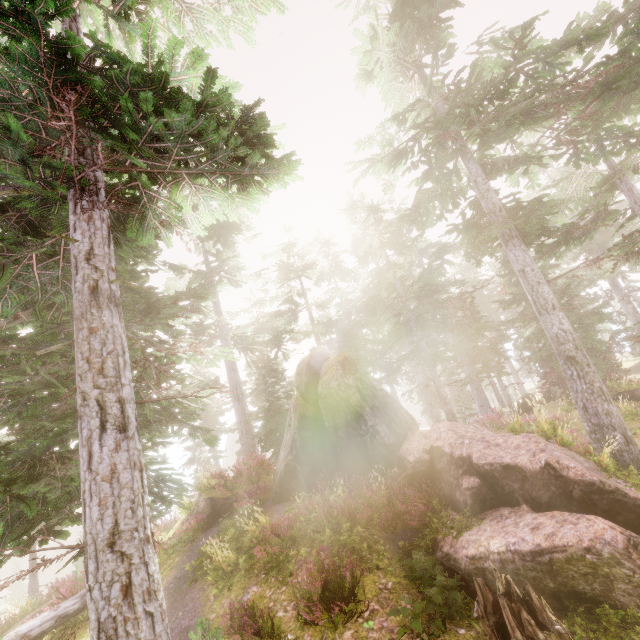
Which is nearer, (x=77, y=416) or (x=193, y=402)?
(x=77, y=416)

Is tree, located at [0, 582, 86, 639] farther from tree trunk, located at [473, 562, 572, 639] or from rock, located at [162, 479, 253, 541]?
tree trunk, located at [473, 562, 572, 639]

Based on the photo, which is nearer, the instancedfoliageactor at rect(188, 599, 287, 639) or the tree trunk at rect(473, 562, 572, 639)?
the instancedfoliageactor at rect(188, 599, 287, 639)

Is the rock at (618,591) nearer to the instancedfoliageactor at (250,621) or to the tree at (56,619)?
the instancedfoliageactor at (250,621)

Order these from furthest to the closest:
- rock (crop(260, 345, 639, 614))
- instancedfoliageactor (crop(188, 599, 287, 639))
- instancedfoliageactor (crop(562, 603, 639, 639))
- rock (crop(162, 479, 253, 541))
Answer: rock (crop(162, 479, 253, 541)), rock (crop(260, 345, 639, 614)), instancedfoliageactor (crop(562, 603, 639, 639)), instancedfoliageactor (crop(188, 599, 287, 639))

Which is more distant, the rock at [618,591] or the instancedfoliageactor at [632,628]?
the rock at [618,591]

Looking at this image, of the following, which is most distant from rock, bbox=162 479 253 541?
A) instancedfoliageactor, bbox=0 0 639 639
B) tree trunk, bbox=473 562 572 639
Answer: tree trunk, bbox=473 562 572 639

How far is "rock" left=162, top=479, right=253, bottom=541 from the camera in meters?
13.1 m
